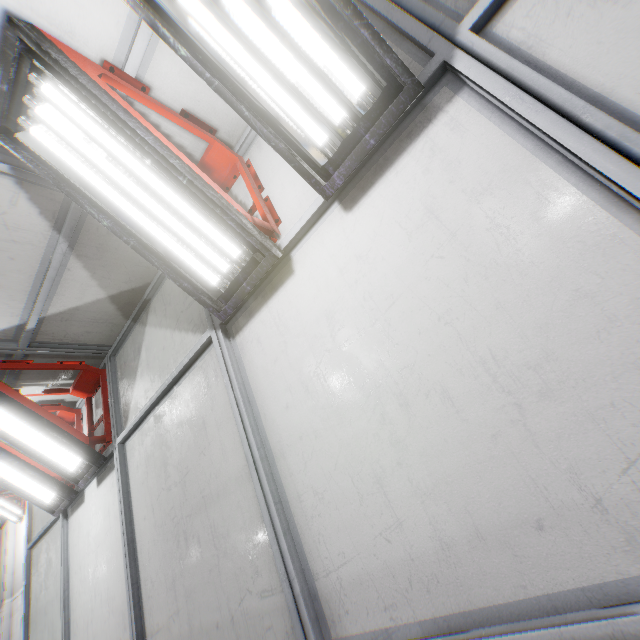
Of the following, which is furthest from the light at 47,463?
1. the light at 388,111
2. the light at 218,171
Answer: the light at 388,111

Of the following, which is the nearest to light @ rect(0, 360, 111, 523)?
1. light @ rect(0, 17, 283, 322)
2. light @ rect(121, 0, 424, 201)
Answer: light @ rect(0, 17, 283, 322)

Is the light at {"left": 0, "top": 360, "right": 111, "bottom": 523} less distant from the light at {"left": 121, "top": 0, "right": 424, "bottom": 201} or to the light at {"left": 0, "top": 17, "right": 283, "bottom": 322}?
the light at {"left": 0, "top": 17, "right": 283, "bottom": 322}

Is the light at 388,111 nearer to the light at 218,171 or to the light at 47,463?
the light at 218,171

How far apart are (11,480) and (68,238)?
3.26m
